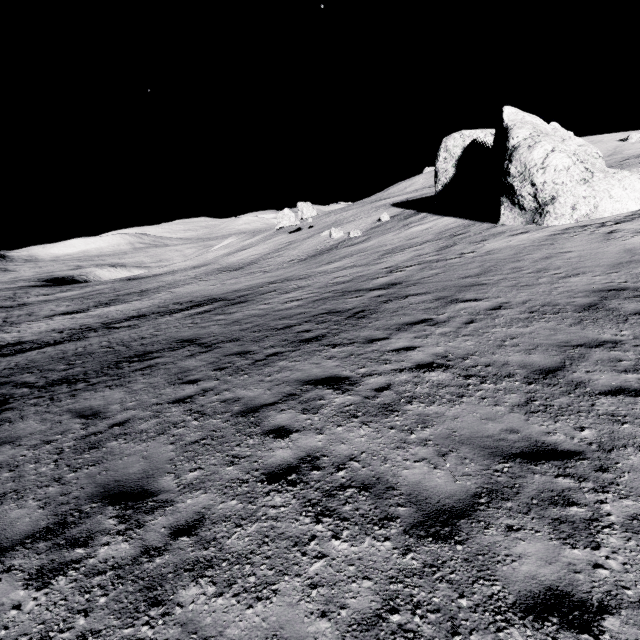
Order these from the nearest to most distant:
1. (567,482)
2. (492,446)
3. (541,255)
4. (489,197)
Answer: (567,482) → (492,446) → (541,255) → (489,197)
